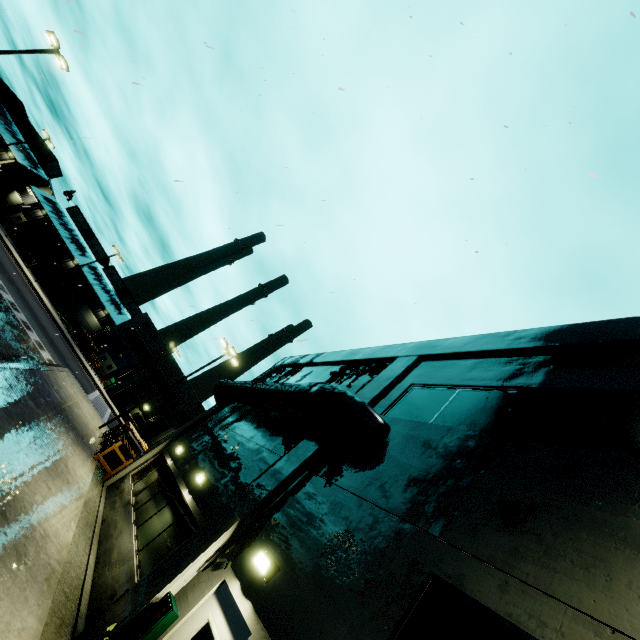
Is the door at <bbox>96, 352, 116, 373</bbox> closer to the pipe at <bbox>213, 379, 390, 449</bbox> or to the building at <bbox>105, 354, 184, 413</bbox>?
the building at <bbox>105, 354, 184, 413</bbox>

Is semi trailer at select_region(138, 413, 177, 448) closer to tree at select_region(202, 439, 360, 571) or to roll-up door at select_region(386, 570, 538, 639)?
roll-up door at select_region(386, 570, 538, 639)

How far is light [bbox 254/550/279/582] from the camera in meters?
5.2 m

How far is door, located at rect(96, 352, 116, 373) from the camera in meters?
48.1

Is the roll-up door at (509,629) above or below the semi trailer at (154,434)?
above

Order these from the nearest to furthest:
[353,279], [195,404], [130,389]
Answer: [353,279], [130,389], [195,404]

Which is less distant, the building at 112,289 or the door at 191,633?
the door at 191,633

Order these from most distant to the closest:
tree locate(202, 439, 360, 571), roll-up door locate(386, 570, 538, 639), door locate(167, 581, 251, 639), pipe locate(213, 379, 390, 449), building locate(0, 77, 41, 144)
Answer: building locate(0, 77, 41, 144), pipe locate(213, 379, 390, 449), tree locate(202, 439, 360, 571), door locate(167, 581, 251, 639), roll-up door locate(386, 570, 538, 639)
